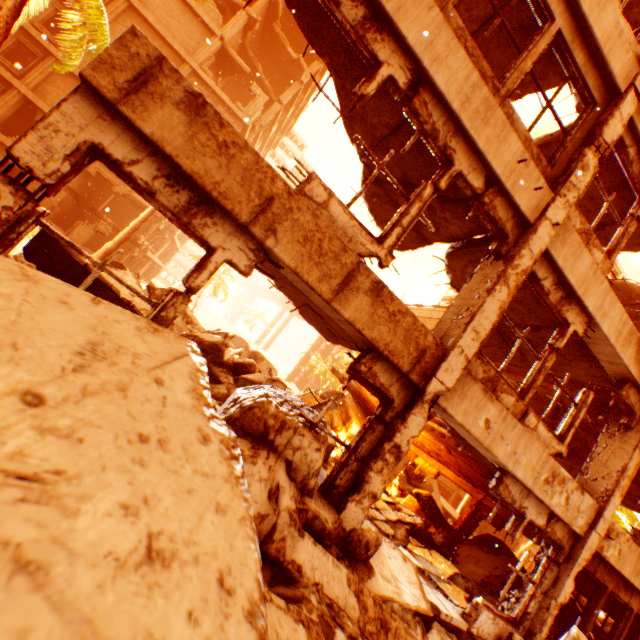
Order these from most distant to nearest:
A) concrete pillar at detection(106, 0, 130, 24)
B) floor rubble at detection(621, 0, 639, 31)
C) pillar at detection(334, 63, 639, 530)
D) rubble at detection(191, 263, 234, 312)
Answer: rubble at detection(191, 263, 234, 312)
concrete pillar at detection(106, 0, 130, 24)
floor rubble at detection(621, 0, 639, 31)
pillar at detection(334, 63, 639, 530)

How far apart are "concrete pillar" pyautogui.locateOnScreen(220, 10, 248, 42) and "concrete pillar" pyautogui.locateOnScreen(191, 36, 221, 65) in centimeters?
31cm

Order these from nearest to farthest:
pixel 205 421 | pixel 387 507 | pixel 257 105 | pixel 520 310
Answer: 1. pixel 205 421
2. pixel 520 310
3. pixel 387 507
4. pixel 257 105

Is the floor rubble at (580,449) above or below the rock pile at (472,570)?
above

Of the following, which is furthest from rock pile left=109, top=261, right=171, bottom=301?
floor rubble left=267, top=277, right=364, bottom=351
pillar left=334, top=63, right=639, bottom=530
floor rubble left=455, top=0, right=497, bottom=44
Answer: floor rubble left=455, top=0, right=497, bottom=44

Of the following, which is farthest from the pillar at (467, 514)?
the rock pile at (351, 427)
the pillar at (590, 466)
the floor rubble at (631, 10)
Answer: the floor rubble at (631, 10)

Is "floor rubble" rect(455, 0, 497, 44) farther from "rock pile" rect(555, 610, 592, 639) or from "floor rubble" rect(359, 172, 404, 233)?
"rock pile" rect(555, 610, 592, 639)

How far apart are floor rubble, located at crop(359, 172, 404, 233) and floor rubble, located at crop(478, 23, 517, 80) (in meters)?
2.45
